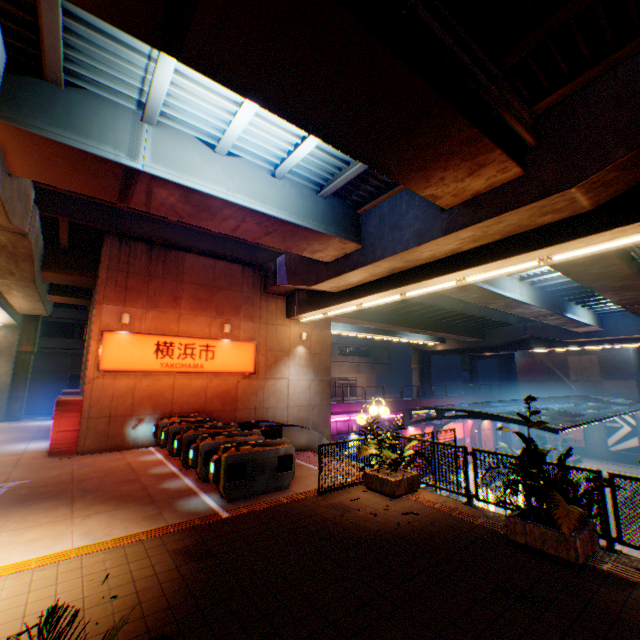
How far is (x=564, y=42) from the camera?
6.3m

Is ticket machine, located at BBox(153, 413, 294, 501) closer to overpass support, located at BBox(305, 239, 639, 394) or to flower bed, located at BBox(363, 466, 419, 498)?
flower bed, located at BBox(363, 466, 419, 498)

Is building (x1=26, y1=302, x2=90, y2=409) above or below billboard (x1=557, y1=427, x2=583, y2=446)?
above

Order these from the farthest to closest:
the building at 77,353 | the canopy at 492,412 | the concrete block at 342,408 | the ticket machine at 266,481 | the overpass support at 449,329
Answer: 1. the building at 77,353
2. the concrete block at 342,408
3. the canopy at 492,412
4. the overpass support at 449,329
5. the ticket machine at 266,481

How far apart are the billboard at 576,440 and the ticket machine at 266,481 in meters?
44.3 m

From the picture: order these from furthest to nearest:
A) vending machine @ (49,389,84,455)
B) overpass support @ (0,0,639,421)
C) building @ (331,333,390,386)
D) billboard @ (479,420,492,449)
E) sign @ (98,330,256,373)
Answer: building @ (331,333,390,386) → billboard @ (479,420,492,449) → sign @ (98,330,256,373) → vending machine @ (49,389,84,455) → overpass support @ (0,0,639,421)

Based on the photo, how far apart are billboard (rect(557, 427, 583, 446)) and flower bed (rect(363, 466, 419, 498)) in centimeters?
4229cm

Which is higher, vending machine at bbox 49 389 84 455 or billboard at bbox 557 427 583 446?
vending machine at bbox 49 389 84 455
